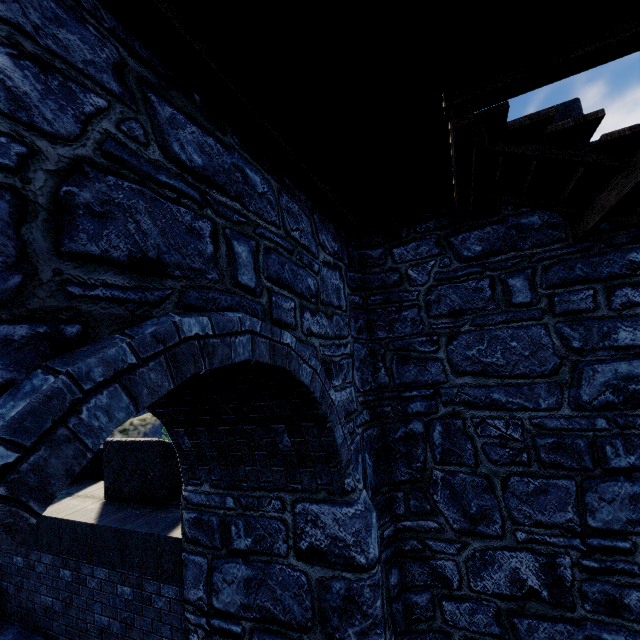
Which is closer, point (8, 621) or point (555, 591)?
point (555, 591)
